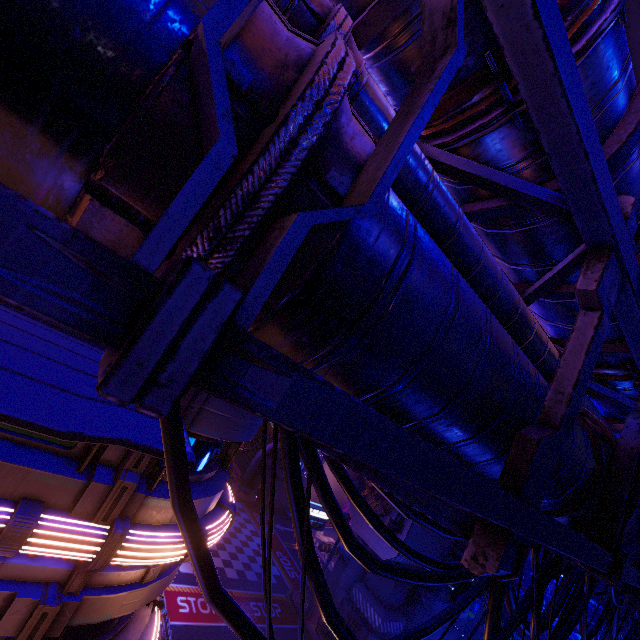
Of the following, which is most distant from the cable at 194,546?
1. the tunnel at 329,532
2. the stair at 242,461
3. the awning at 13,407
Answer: the stair at 242,461

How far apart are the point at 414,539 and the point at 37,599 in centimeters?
1991cm

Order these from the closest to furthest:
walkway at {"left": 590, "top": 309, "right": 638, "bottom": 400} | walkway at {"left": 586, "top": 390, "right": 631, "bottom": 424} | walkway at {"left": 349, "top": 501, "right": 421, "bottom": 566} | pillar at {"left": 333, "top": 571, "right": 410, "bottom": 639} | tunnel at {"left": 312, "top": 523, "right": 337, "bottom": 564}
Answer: walkway at {"left": 590, "top": 309, "right": 638, "bottom": 400}, walkway at {"left": 586, "top": 390, "right": 631, "bottom": 424}, walkway at {"left": 349, "top": 501, "right": 421, "bottom": 566}, pillar at {"left": 333, "top": 571, "right": 410, "bottom": 639}, tunnel at {"left": 312, "top": 523, "right": 337, "bottom": 564}

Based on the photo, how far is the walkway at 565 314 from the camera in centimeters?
380cm

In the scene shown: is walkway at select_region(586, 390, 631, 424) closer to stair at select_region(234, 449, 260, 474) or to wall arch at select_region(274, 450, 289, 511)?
wall arch at select_region(274, 450, 289, 511)

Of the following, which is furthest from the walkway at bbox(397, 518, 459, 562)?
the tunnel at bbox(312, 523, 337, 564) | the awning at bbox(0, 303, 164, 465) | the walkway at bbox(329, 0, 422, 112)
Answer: the awning at bbox(0, 303, 164, 465)

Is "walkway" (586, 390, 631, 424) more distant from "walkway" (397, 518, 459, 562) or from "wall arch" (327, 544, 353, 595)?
"wall arch" (327, 544, 353, 595)

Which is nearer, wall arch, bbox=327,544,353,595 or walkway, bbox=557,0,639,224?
walkway, bbox=557,0,639,224
